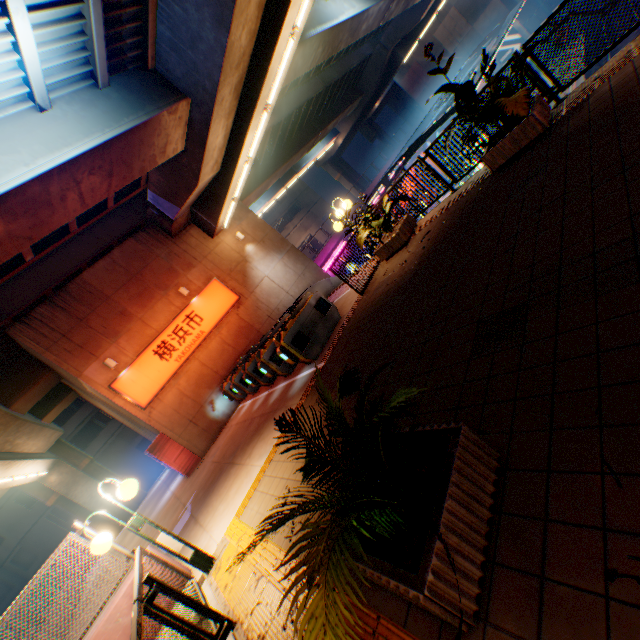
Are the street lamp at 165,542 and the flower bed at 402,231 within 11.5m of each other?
yes

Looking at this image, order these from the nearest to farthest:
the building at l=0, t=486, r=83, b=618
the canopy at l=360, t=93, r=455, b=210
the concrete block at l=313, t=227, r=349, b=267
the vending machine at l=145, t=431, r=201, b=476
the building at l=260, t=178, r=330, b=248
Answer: the vending machine at l=145, t=431, r=201, b=476
the canopy at l=360, t=93, r=455, b=210
the concrete block at l=313, t=227, r=349, b=267
the building at l=0, t=486, r=83, b=618
the building at l=260, t=178, r=330, b=248

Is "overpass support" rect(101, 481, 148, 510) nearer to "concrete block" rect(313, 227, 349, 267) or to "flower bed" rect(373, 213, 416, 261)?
"concrete block" rect(313, 227, 349, 267)

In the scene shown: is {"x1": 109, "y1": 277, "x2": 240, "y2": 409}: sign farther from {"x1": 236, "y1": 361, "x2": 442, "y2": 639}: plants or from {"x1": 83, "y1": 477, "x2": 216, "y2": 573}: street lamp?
{"x1": 236, "y1": 361, "x2": 442, "y2": 639}: plants

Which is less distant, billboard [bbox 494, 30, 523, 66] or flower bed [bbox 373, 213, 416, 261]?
flower bed [bbox 373, 213, 416, 261]

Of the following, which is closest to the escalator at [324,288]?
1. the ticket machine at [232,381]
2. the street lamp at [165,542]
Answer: the ticket machine at [232,381]

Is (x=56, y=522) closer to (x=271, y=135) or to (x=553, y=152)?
(x=271, y=135)

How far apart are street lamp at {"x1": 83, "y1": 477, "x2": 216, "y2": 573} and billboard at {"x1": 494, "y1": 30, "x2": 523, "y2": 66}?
50.3m
